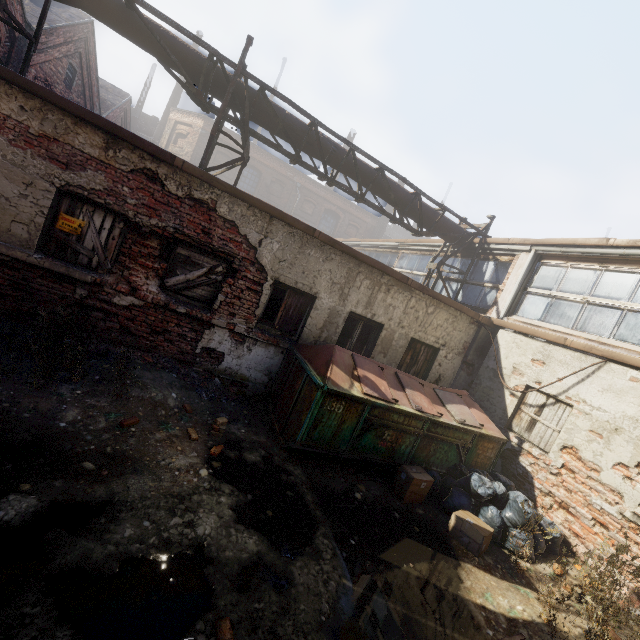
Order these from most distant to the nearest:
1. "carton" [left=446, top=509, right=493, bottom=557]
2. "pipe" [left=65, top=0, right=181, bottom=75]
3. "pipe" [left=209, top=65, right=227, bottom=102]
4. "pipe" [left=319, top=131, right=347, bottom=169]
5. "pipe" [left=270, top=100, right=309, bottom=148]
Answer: "pipe" [left=319, top=131, right=347, bottom=169]
"pipe" [left=270, top=100, right=309, bottom=148]
"pipe" [left=209, top=65, right=227, bottom=102]
"pipe" [left=65, top=0, right=181, bottom=75]
"carton" [left=446, top=509, right=493, bottom=557]

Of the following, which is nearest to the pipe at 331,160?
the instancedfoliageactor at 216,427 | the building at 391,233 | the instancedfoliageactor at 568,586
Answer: the instancedfoliageactor at 216,427

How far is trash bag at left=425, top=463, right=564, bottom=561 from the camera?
5.31m

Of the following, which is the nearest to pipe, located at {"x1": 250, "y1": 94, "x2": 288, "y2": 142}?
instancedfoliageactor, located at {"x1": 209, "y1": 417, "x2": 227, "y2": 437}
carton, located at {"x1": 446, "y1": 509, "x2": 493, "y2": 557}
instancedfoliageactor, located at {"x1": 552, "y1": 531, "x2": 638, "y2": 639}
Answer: instancedfoliageactor, located at {"x1": 209, "y1": 417, "x2": 227, "y2": 437}

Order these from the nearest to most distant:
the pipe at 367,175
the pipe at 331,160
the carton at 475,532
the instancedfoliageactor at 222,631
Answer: the instancedfoliageactor at 222,631
the carton at 475,532
the pipe at 331,160
the pipe at 367,175

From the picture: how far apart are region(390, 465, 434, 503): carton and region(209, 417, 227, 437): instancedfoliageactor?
3.1m

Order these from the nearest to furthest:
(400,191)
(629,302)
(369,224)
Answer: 1. (629,302)
2. (400,191)
3. (369,224)

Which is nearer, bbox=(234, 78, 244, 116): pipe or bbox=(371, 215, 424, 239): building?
bbox=(234, 78, 244, 116): pipe
